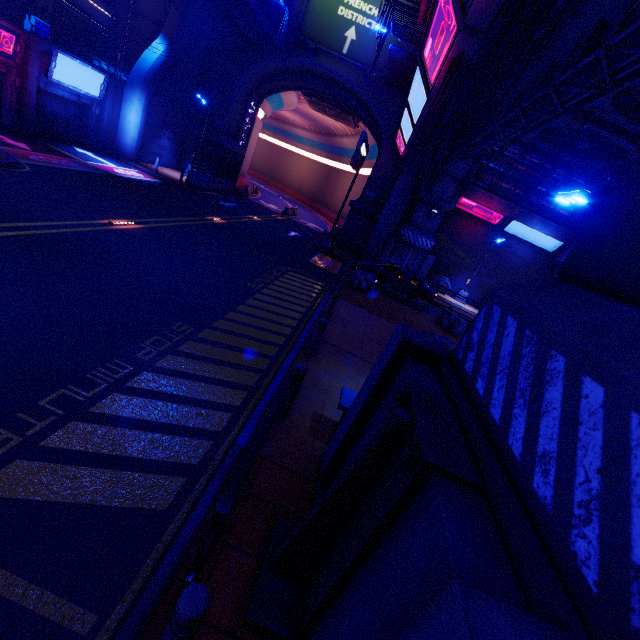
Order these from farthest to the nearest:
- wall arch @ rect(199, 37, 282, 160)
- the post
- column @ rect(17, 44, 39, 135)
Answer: wall arch @ rect(199, 37, 282, 160) < column @ rect(17, 44, 39, 135) < the post

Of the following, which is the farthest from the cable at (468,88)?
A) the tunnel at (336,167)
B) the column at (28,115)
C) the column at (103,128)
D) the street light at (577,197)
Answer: the column at (103,128)

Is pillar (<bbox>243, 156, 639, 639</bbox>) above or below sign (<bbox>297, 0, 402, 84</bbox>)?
below

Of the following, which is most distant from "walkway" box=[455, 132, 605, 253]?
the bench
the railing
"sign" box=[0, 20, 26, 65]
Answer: "sign" box=[0, 20, 26, 65]

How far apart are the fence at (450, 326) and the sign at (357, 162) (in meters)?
9.37

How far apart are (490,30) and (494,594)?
17.6m

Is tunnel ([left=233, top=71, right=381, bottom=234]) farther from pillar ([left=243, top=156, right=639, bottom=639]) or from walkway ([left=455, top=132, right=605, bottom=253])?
pillar ([left=243, top=156, right=639, bottom=639])

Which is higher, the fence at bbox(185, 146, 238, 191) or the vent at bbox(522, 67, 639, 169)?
the vent at bbox(522, 67, 639, 169)
